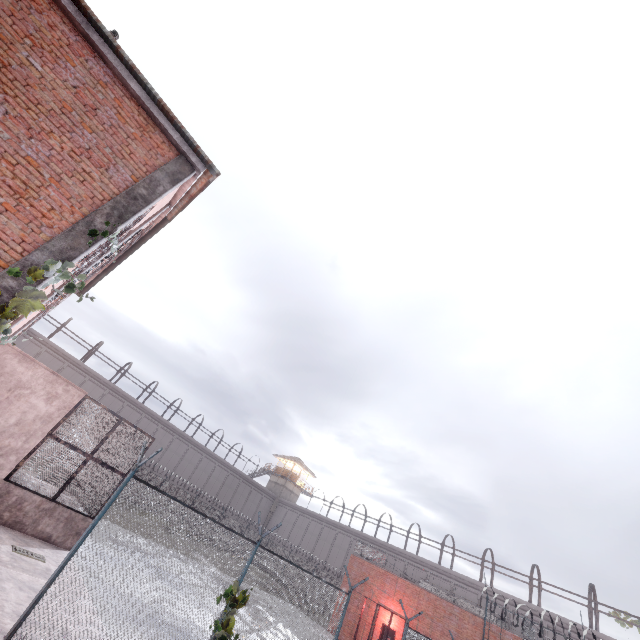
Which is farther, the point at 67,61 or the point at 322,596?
the point at 322,596

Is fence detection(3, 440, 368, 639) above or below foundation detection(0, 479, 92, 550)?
above

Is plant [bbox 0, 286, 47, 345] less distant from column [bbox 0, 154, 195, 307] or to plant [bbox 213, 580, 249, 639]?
column [bbox 0, 154, 195, 307]

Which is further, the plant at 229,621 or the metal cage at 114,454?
the metal cage at 114,454

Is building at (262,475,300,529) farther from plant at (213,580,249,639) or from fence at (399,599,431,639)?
plant at (213,580,249,639)

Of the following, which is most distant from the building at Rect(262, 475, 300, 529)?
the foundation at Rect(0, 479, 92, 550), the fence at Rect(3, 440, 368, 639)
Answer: the foundation at Rect(0, 479, 92, 550)

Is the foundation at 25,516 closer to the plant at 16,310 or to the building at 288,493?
the plant at 16,310

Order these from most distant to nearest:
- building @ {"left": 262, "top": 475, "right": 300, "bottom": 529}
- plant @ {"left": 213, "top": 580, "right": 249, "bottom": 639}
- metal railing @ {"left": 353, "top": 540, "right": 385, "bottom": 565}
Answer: building @ {"left": 262, "top": 475, "right": 300, "bottom": 529}
metal railing @ {"left": 353, "top": 540, "right": 385, "bottom": 565}
plant @ {"left": 213, "top": 580, "right": 249, "bottom": 639}
